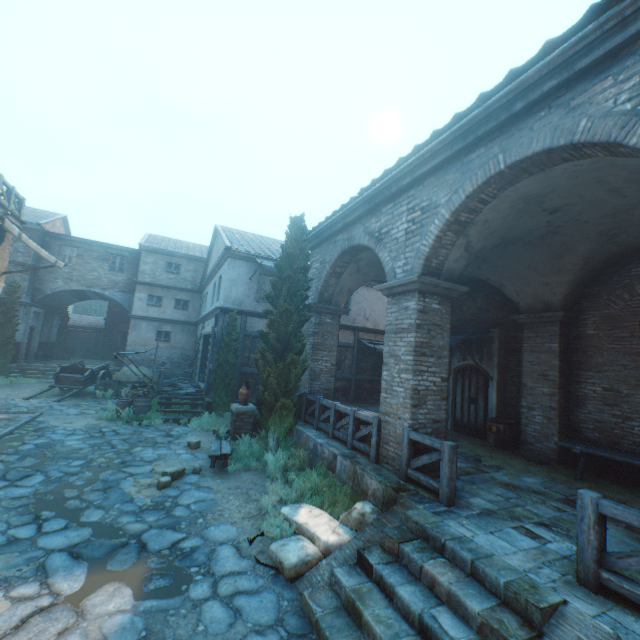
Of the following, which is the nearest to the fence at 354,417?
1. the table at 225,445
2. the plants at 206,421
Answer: the table at 225,445

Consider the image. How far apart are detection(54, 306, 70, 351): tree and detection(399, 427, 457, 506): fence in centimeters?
3236cm

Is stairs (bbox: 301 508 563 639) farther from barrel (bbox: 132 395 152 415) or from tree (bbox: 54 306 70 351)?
tree (bbox: 54 306 70 351)

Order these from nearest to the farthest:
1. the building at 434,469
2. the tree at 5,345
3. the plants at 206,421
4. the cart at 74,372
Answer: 1. the building at 434,469
2. the plants at 206,421
3. the cart at 74,372
4. the tree at 5,345

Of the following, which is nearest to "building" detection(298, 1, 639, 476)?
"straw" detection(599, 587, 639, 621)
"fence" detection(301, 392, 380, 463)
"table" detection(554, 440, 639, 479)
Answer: "fence" detection(301, 392, 380, 463)

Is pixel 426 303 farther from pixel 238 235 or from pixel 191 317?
pixel 191 317

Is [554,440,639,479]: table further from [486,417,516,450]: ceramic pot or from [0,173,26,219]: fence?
[0,173,26,219]: fence

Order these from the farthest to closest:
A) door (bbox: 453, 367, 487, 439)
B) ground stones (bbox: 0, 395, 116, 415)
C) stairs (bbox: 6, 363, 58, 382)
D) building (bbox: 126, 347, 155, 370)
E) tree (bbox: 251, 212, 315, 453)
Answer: building (bbox: 126, 347, 155, 370), stairs (bbox: 6, 363, 58, 382), ground stones (bbox: 0, 395, 116, 415), door (bbox: 453, 367, 487, 439), tree (bbox: 251, 212, 315, 453)
